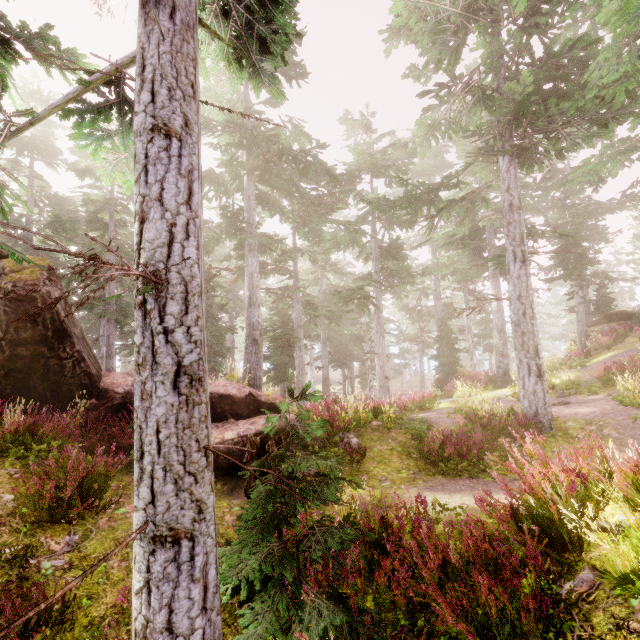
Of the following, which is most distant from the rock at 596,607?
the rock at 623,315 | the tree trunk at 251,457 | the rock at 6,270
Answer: the rock at 623,315

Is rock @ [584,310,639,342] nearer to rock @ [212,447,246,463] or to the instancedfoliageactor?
the instancedfoliageactor

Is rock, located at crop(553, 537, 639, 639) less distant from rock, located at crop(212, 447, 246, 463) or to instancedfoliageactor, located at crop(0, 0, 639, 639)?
instancedfoliageactor, located at crop(0, 0, 639, 639)

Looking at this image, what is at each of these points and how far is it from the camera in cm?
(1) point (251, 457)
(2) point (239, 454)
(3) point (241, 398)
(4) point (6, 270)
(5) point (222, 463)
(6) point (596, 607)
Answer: (1) tree trunk, 730
(2) rock, 859
(3) rock, 1083
(4) rock, 943
(5) rock, 838
(6) rock, 308

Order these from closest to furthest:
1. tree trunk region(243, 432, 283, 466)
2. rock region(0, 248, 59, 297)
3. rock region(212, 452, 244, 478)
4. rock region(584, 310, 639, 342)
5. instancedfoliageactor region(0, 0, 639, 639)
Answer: instancedfoliageactor region(0, 0, 639, 639) → tree trunk region(243, 432, 283, 466) → rock region(212, 452, 244, 478) → rock region(0, 248, 59, 297) → rock region(584, 310, 639, 342)

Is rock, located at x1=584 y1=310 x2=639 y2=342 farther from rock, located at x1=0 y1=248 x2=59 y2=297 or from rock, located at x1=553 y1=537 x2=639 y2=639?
rock, located at x1=0 y1=248 x2=59 y2=297

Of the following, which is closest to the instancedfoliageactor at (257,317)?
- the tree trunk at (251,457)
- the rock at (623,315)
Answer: the rock at (623,315)
